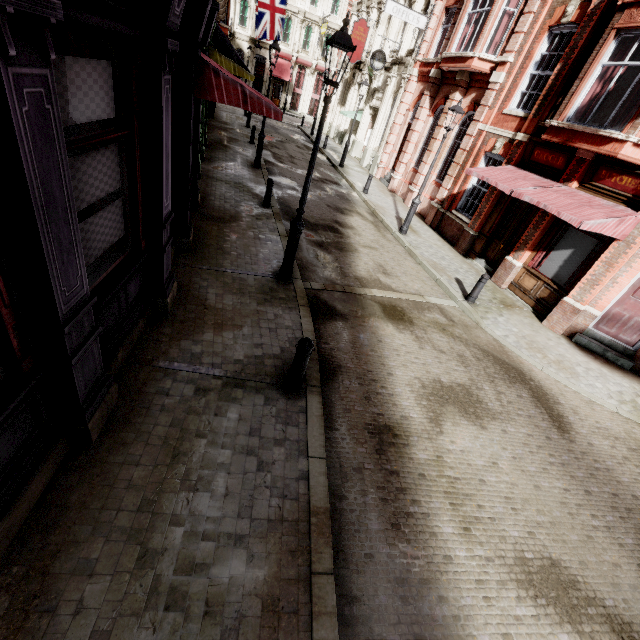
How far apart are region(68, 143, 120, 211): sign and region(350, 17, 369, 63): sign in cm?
2660

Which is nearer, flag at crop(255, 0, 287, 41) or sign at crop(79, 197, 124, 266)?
sign at crop(79, 197, 124, 266)

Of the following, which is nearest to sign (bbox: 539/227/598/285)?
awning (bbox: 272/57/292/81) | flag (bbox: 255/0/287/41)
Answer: flag (bbox: 255/0/287/41)

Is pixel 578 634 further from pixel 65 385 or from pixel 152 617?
pixel 65 385

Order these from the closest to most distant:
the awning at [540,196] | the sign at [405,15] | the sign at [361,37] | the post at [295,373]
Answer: the post at [295,373] < the awning at [540,196] < the sign at [405,15] < the sign at [361,37]

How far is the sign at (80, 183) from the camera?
3.07m

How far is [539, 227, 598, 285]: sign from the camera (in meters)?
9.39

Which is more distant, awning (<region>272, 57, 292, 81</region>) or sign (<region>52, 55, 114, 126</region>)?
awning (<region>272, 57, 292, 81</region>)
